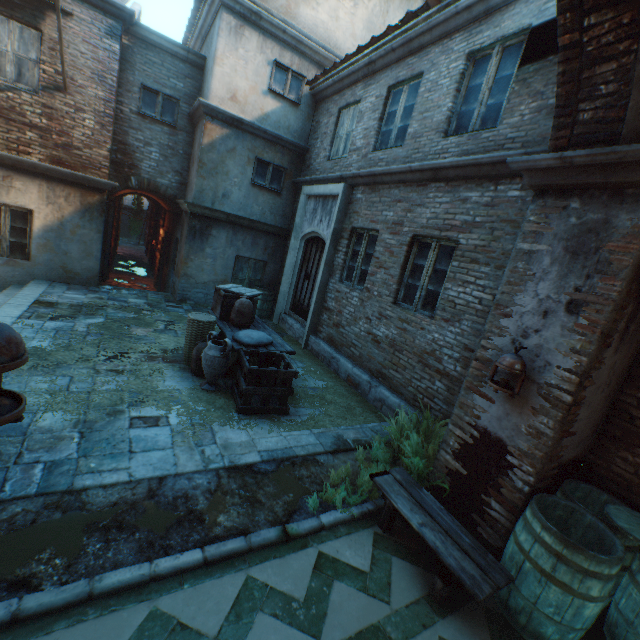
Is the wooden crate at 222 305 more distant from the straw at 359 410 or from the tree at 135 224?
the tree at 135 224

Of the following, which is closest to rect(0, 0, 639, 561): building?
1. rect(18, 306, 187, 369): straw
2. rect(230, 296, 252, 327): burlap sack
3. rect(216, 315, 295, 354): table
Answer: rect(18, 306, 187, 369): straw

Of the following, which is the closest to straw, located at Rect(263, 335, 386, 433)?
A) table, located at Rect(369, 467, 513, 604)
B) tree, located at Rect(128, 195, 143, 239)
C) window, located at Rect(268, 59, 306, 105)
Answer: table, located at Rect(369, 467, 513, 604)

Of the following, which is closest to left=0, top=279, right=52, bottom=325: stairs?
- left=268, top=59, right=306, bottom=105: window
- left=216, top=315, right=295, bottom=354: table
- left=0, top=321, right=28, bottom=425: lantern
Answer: left=216, top=315, right=295, bottom=354: table

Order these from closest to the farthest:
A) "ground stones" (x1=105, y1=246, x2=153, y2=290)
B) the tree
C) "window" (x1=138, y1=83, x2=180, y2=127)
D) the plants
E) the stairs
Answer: the plants
the stairs
"window" (x1=138, y1=83, x2=180, y2=127)
"ground stones" (x1=105, y1=246, x2=153, y2=290)
the tree

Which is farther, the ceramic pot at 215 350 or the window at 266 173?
the window at 266 173

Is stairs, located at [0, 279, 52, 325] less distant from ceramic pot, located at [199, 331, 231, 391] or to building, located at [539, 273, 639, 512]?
building, located at [539, 273, 639, 512]

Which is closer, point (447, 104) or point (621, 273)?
point (621, 273)
